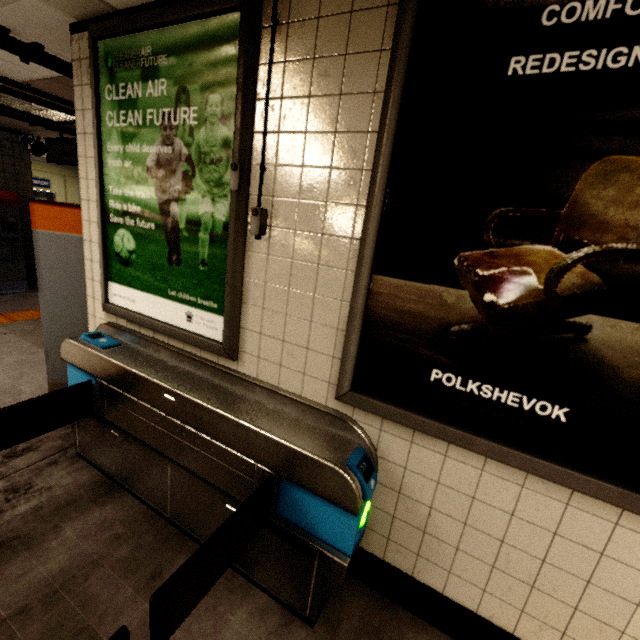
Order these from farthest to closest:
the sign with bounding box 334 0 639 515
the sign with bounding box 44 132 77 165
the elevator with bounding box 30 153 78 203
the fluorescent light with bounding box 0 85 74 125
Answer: the elevator with bounding box 30 153 78 203
the sign with bounding box 44 132 77 165
the fluorescent light with bounding box 0 85 74 125
the sign with bounding box 334 0 639 515

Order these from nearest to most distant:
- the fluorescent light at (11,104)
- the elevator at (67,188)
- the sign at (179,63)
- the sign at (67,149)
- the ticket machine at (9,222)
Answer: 1. the sign at (179,63)
2. the fluorescent light at (11,104)
3. the sign at (67,149)
4. the ticket machine at (9,222)
5. the elevator at (67,188)

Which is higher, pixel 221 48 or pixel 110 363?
pixel 221 48

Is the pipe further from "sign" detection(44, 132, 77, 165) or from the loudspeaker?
the loudspeaker

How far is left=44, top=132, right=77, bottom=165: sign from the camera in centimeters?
524cm

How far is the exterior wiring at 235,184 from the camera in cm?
157

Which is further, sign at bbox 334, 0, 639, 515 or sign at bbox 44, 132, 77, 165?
sign at bbox 44, 132, 77, 165

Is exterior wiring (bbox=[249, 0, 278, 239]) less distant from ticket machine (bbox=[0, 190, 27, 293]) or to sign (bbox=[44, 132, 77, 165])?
sign (bbox=[44, 132, 77, 165])
